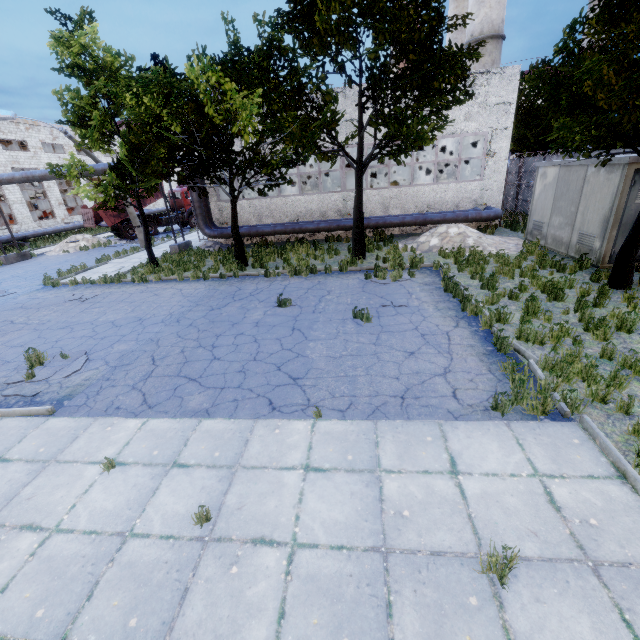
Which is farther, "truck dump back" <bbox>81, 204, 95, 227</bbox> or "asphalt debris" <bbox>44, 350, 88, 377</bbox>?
"truck dump back" <bbox>81, 204, 95, 227</bbox>

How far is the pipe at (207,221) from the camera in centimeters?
1845cm

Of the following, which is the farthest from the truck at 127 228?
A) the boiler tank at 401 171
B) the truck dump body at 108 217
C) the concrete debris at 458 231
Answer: the concrete debris at 458 231

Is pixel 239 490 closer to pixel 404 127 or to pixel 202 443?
pixel 202 443

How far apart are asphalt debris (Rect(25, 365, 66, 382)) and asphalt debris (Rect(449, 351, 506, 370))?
8.19m

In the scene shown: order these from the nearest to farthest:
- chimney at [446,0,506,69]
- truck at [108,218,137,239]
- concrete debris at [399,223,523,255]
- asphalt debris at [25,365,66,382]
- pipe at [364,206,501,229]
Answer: asphalt debris at [25,365,66,382], concrete debris at [399,223,523,255], pipe at [364,206,501,229], chimney at [446,0,506,69], truck at [108,218,137,239]

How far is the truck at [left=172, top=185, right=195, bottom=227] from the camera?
29.9m

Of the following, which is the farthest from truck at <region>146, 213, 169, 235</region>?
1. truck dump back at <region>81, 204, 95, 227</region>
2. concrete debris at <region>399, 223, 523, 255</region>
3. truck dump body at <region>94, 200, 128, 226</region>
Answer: concrete debris at <region>399, 223, 523, 255</region>
